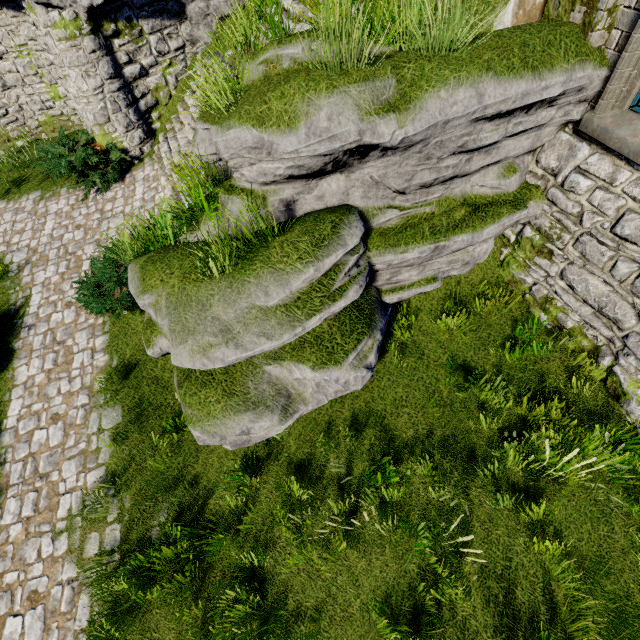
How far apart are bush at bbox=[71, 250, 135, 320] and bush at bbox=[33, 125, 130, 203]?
3.0 meters

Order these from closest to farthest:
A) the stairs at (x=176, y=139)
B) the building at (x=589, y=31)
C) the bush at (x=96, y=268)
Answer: the building at (x=589, y=31), the bush at (x=96, y=268), the stairs at (x=176, y=139)

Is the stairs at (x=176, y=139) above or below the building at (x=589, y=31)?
below

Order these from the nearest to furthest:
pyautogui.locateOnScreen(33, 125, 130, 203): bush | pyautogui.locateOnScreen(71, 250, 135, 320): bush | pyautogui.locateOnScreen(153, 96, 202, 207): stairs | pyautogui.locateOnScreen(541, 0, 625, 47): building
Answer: pyautogui.locateOnScreen(541, 0, 625, 47): building
pyautogui.locateOnScreen(71, 250, 135, 320): bush
pyautogui.locateOnScreen(153, 96, 202, 207): stairs
pyautogui.locateOnScreen(33, 125, 130, 203): bush

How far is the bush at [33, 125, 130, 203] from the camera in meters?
9.2 m

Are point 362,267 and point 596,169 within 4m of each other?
yes

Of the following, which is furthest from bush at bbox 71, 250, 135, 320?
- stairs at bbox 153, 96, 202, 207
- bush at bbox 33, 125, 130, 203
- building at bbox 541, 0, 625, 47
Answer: building at bbox 541, 0, 625, 47

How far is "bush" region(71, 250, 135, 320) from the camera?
6.47m
